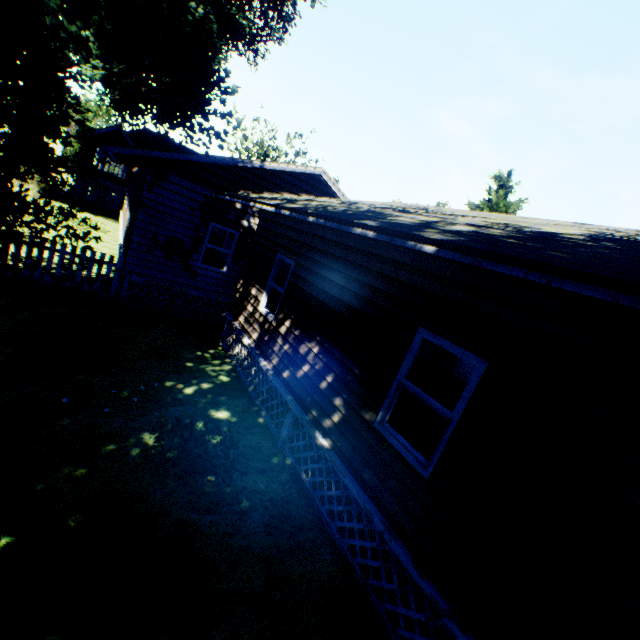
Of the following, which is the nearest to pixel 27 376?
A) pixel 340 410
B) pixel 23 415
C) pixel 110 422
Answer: pixel 23 415

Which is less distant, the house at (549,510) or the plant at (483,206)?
the house at (549,510)

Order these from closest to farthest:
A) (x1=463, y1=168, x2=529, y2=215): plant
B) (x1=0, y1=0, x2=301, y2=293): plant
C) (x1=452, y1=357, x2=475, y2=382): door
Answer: (x1=0, y1=0, x2=301, y2=293): plant
(x1=452, y1=357, x2=475, y2=382): door
(x1=463, y1=168, x2=529, y2=215): plant

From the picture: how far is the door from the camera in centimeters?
1400cm

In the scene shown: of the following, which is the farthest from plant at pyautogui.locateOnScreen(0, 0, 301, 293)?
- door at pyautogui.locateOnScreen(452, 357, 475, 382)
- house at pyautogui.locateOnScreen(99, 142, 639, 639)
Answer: door at pyautogui.locateOnScreen(452, 357, 475, 382)

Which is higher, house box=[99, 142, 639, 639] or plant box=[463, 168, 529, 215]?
plant box=[463, 168, 529, 215]

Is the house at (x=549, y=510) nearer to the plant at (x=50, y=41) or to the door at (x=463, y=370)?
the door at (x=463, y=370)
